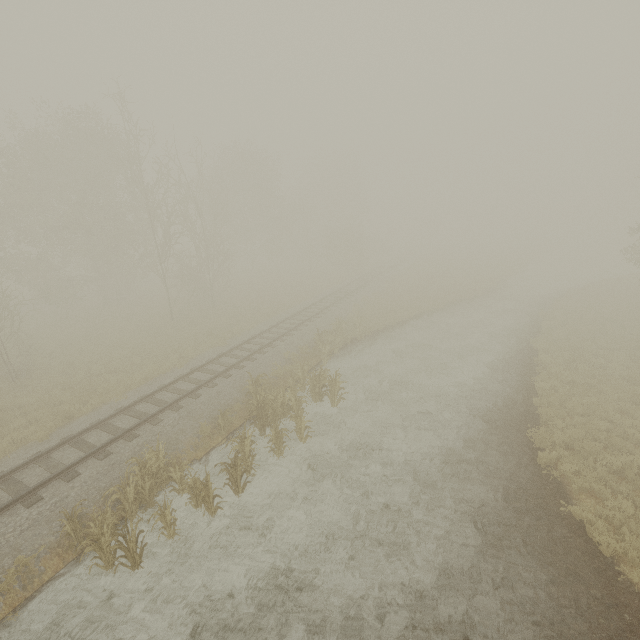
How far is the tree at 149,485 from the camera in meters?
7.6 m

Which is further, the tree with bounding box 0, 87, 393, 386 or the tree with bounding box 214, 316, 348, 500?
the tree with bounding box 0, 87, 393, 386

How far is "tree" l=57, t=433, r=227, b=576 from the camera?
7.6 meters

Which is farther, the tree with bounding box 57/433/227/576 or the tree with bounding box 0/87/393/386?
the tree with bounding box 0/87/393/386

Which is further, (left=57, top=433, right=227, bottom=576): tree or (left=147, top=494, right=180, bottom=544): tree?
(left=147, top=494, right=180, bottom=544): tree

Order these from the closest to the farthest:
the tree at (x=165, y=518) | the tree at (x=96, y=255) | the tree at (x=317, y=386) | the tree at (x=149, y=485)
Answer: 1. the tree at (x=149, y=485)
2. the tree at (x=165, y=518)
3. the tree at (x=317, y=386)
4. the tree at (x=96, y=255)

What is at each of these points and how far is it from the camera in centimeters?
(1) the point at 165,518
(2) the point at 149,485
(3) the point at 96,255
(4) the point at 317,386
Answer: (1) tree, 840cm
(2) tree, 909cm
(3) tree, 2750cm
(4) tree, 1430cm

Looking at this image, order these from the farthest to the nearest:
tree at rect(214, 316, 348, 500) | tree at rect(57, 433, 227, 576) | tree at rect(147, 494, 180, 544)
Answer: tree at rect(214, 316, 348, 500) → tree at rect(147, 494, 180, 544) → tree at rect(57, 433, 227, 576)
